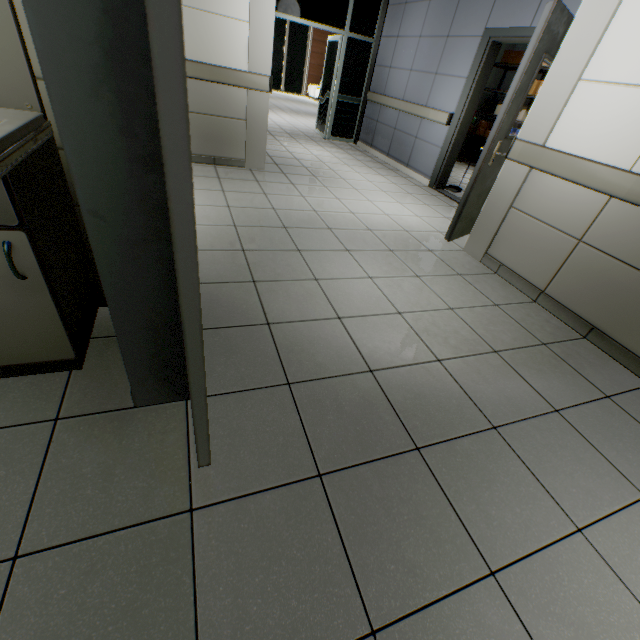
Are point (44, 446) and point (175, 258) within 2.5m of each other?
yes

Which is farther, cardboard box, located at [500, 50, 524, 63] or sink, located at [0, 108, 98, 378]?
cardboard box, located at [500, 50, 524, 63]

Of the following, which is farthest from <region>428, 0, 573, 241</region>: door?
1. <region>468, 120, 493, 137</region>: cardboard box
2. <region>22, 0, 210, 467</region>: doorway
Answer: <region>468, 120, 493, 137</region>: cardboard box

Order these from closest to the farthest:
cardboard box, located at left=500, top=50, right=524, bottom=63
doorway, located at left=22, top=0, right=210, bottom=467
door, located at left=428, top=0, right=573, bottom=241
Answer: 1. doorway, located at left=22, top=0, right=210, bottom=467
2. door, located at left=428, top=0, right=573, bottom=241
3. cardboard box, located at left=500, top=50, right=524, bottom=63

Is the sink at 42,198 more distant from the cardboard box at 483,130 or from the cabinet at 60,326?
the cardboard box at 483,130

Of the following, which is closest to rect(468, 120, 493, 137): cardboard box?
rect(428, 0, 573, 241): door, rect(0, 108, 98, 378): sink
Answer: rect(428, 0, 573, 241): door

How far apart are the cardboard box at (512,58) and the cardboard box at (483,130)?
1.2 meters

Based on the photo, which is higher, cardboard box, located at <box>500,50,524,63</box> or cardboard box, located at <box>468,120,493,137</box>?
cardboard box, located at <box>500,50,524,63</box>
